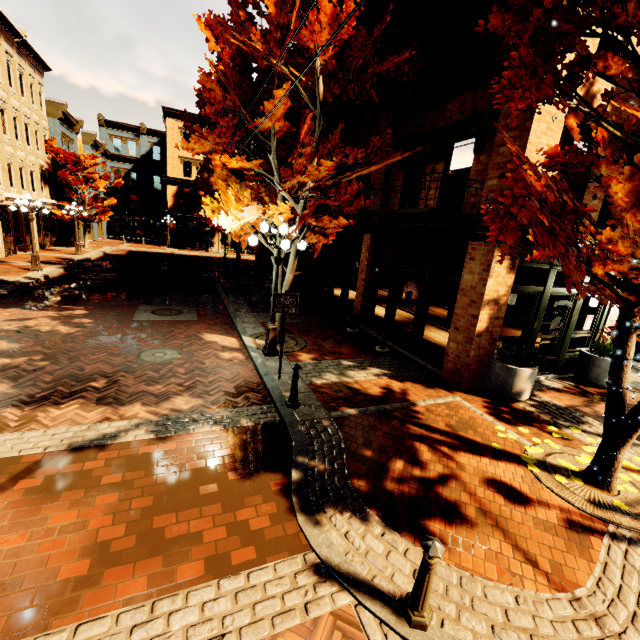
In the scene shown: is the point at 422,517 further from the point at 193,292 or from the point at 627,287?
the point at 193,292

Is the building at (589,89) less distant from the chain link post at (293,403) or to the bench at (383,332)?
the bench at (383,332)

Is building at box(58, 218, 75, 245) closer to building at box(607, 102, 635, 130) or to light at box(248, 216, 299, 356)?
building at box(607, 102, 635, 130)

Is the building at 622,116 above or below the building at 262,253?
above

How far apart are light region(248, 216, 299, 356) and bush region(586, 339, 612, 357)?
8.8m

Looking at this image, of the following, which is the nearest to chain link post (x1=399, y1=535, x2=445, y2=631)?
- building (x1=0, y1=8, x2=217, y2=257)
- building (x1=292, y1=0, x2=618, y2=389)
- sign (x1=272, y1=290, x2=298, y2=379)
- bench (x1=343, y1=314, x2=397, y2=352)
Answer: sign (x1=272, y1=290, x2=298, y2=379)

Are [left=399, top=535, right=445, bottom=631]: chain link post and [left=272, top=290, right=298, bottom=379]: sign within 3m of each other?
no

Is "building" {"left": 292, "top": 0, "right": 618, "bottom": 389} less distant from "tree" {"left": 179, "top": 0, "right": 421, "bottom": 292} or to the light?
"tree" {"left": 179, "top": 0, "right": 421, "bottom": 292}
